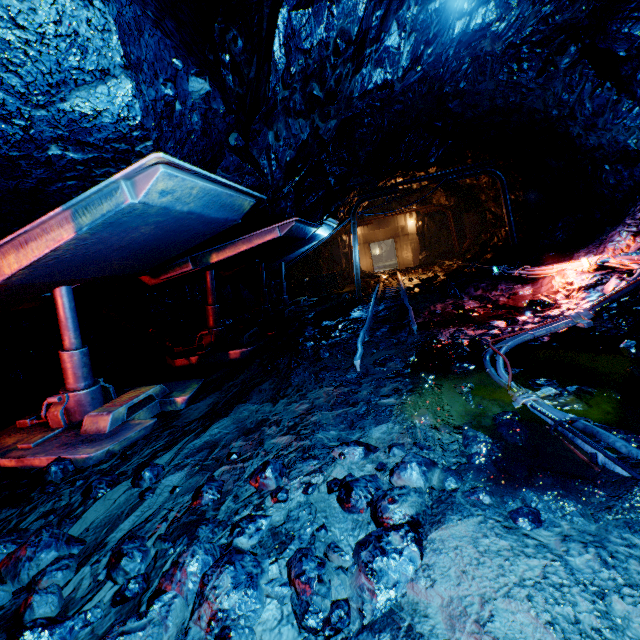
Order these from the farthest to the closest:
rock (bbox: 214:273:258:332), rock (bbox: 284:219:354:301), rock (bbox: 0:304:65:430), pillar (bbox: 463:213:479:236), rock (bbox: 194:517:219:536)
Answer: pillar (bbox: 463:213:479:236) < rock (bbox: 284:219:354:301) < rock (bbox: 214:273:258:332) < rock (bbox: 0:304:65:430) < rock (bbox: 194:517:219:536)

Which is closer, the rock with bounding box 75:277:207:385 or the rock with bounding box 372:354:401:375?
the rock with bounding box 372:354:401:375

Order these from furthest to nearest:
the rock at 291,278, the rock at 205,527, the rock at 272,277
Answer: the rock at 291,278 < the rock at 272,277 < the rock at 205,527

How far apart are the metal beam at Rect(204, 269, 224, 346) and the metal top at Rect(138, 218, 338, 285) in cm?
70

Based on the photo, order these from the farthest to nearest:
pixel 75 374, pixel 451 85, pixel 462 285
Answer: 1. pixel 462 285
2. pixel 451 85
3. pixel 75 374

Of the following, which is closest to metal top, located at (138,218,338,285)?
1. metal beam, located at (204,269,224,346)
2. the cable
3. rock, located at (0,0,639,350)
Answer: rock, located at (0,0,639,350)

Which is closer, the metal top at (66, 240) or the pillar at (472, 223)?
the metal top at (66, 240)
